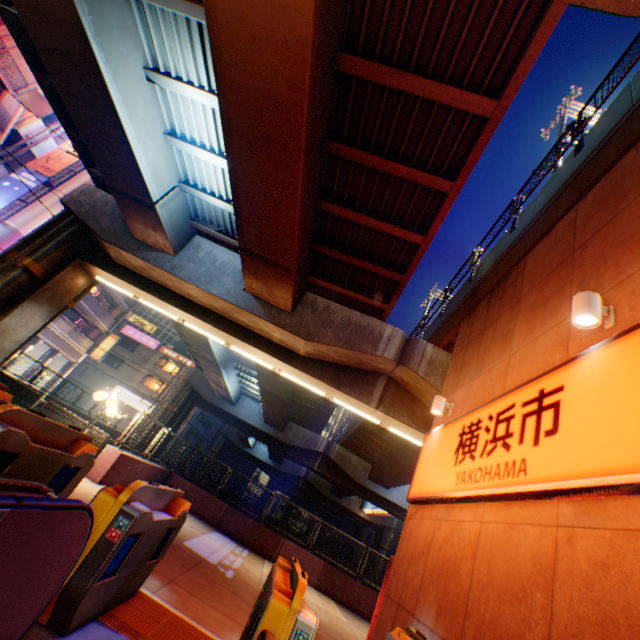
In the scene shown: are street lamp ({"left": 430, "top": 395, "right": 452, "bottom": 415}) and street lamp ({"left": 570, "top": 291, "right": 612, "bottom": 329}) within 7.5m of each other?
yes

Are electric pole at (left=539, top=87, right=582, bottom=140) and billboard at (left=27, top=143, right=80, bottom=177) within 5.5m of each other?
no

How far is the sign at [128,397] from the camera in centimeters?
4209cm

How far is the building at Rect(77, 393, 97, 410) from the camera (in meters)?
41.56

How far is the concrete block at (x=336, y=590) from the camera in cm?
951

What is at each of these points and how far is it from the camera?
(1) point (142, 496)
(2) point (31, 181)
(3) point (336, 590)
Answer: (1) ticket machine, 3.48m
(2) billboard, 25.02m
(3) concrete block, 12.54m

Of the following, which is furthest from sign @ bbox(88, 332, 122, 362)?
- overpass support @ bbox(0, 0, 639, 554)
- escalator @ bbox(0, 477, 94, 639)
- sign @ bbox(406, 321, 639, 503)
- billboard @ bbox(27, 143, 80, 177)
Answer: escalator @ bbox(0, 477, 94, 639)

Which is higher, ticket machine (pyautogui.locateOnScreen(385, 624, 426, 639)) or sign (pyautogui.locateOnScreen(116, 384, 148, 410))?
sign (pyautogui.locateOnScreen(116, 384, 148, 410))
